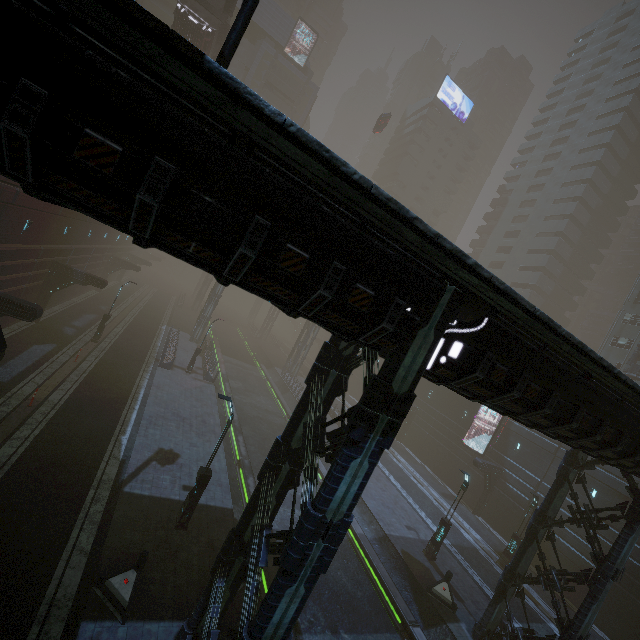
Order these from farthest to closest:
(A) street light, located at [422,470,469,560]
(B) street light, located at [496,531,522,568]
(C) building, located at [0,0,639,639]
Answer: (B) street light, located at [496,531,522,568]
(A) street light, located at [422,470,469,560]
(C) building, located at [0,0,639,639]

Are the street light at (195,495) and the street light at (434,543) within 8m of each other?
no

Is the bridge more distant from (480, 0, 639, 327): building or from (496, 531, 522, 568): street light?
(496, 531, 522, 568): street light

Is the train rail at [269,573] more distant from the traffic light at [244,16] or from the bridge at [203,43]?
the bridge at [203,43]

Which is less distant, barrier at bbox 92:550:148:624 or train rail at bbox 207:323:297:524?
barrier at bbox 92:550:148:624

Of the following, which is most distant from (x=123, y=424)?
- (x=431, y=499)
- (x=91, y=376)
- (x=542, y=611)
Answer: (x=542, y=611)

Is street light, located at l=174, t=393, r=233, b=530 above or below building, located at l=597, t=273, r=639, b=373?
below

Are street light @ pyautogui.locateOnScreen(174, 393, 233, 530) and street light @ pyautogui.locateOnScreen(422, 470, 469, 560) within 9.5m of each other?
no
